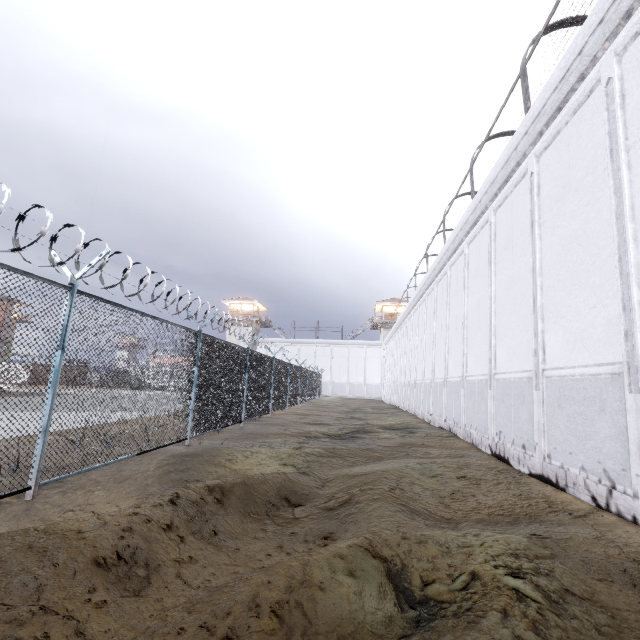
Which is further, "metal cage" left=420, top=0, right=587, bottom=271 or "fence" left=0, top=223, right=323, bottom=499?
"metal cage" left=420, top=0, right=587, bottom=271

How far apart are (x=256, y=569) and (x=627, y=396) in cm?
548

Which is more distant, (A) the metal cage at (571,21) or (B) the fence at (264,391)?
(A) the metal cage at (571,21)

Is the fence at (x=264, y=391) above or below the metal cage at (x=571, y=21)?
below

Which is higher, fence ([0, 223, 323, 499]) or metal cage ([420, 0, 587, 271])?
metal cage ([420, 0, 587, 271])
